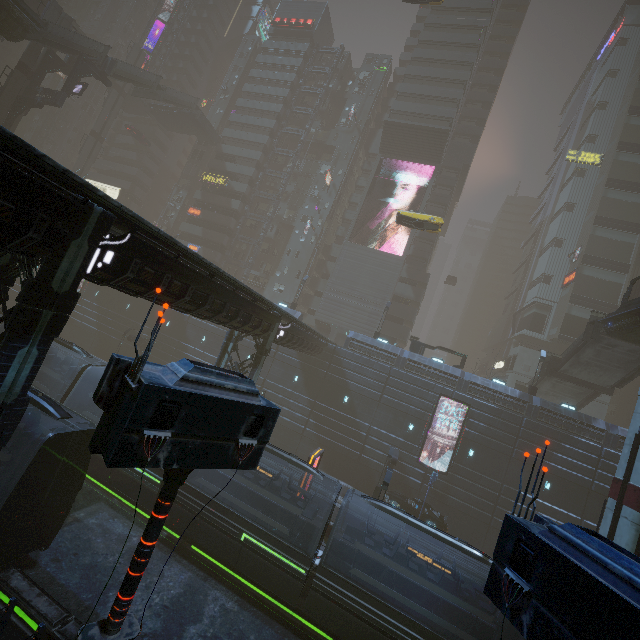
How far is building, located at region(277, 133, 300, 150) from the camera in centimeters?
5481cm

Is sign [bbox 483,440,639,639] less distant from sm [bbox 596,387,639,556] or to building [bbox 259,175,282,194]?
building [bbox 259,175,282,194]

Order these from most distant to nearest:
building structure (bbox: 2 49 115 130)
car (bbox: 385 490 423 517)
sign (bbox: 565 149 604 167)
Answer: sign (bbox: 565 149 604 167)
building structure (bbox: 2 49 115 130)
car (bbox: 385 490 423 517)

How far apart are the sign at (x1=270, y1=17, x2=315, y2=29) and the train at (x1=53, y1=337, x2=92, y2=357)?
61.7m

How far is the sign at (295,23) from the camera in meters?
54.5

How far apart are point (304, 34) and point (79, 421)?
67.0m

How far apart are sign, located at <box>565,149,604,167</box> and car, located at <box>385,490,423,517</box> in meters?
55.0 m

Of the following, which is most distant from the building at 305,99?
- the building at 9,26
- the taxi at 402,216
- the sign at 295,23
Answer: the building at 9,26
